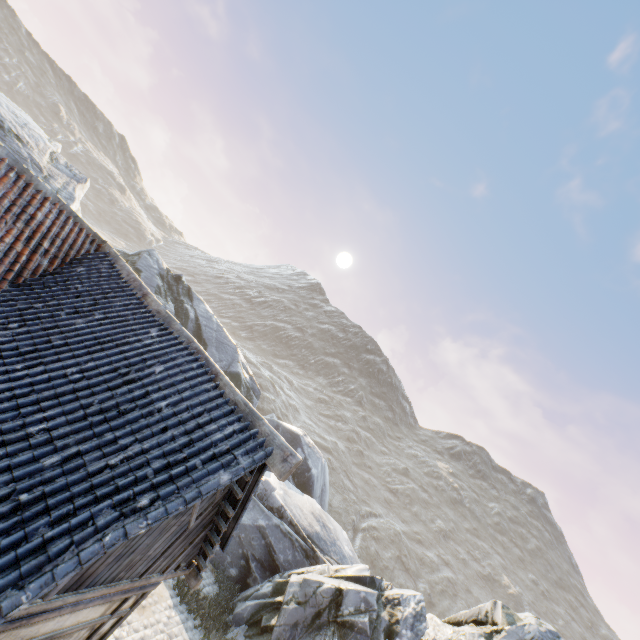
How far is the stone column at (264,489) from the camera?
15.62m

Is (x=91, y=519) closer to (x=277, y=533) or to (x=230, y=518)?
(x=230, y=518)

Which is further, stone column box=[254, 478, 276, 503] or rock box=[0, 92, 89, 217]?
rock box=[0, 92, 89, 217]

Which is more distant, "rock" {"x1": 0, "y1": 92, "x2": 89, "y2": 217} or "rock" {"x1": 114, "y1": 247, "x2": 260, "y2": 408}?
"rock" {"x1": 114, "y1": 247, "x2": 260, "y2": 408}

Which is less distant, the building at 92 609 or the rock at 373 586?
the building at 92 609

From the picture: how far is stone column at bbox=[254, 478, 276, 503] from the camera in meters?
15.6 m

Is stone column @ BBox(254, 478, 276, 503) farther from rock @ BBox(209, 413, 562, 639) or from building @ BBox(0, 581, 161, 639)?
building @ BBox(0, 581, 161, 639)

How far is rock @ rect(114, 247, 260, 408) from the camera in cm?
2234
